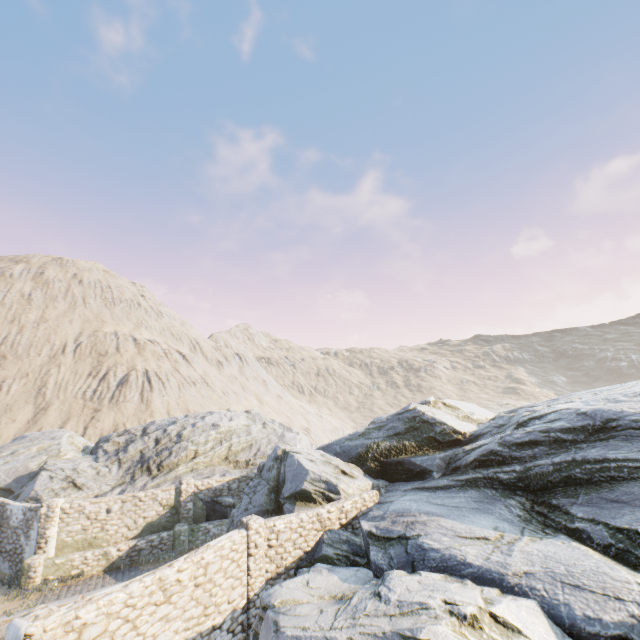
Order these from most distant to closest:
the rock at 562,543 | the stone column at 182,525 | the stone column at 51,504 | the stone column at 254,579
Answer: the stone column at 182,525
the stone column at 51,504
the stone column at 254,579
the rock at 562,543

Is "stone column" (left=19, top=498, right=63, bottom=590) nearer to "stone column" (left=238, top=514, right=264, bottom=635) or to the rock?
the rock

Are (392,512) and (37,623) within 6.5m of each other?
no

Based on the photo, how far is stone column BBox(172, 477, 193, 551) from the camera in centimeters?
1653cm

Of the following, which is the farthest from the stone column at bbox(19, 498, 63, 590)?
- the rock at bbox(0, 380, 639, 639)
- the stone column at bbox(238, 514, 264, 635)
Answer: the stone column at bbox(238, 514, 264, 635)

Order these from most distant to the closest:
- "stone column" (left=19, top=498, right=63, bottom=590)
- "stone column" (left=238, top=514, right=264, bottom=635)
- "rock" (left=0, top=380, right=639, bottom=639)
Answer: "stone column" (left=19, top=498, right=63, bottom=590) < "stone column" (left=238, top=514, right=264, bottom=635) < "rock" (left=0, top=380, right=639, bottom=639)

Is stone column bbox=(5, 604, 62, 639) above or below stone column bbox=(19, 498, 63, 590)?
above

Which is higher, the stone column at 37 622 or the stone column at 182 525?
the stone column at 37 622
